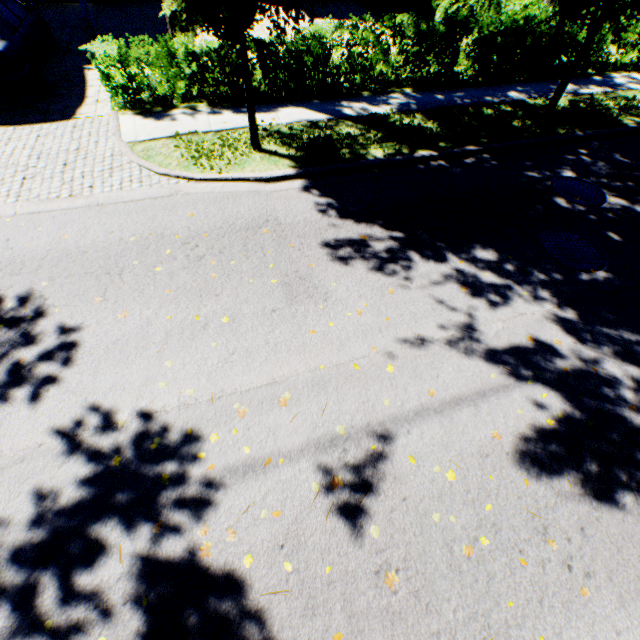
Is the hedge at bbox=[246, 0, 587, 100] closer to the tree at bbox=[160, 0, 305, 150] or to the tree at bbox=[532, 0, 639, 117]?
the tree at bbox=[532, 0, 639, 117]

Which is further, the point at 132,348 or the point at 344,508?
the point at 132,348

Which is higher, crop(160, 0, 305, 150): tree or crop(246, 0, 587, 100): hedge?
crop(160, 0, 305, 150): tree

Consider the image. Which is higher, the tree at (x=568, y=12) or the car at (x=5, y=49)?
the tree at (x=568, y=12)

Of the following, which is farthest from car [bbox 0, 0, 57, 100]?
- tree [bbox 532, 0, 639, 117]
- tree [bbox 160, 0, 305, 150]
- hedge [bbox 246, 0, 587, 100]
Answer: hedge [bbox 246, 0, 587, 100]

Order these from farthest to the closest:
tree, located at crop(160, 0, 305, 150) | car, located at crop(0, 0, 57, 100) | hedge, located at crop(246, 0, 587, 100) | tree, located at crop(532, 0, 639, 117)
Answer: hedge, located at crop(246, 0, 587, 100), car, located at crop(0, 0, 57, 100), tree, located at crop(532, 0, 639, 117), tree, located at crop(160, 0, 305, 150)

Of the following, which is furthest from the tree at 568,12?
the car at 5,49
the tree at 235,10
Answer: the car at 5,49
